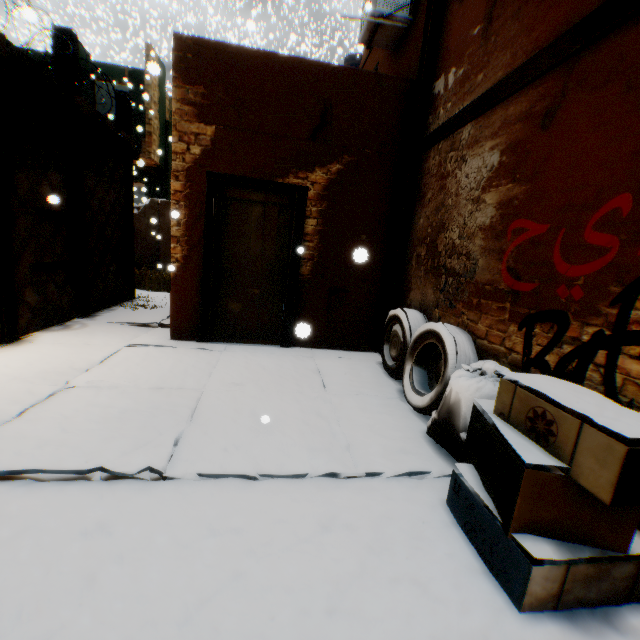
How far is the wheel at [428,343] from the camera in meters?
3.0 m

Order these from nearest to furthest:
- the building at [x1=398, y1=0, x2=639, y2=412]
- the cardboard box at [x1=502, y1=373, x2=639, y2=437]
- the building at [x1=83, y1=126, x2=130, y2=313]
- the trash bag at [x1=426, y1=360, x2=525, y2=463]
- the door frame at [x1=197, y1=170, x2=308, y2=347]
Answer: the cardboard box at [x1=502, y1=373, x2=639, y2=437]
the building at [x1=398, y1=0, x2=639, y2=412]
the trash bag at [x1=426, y1=360, x2=525, y2=463]
the door frame at [x1=197, y1=170, x2=308, y2=347]
the building at [x1=83, y1=126, x2=130, y2=313]

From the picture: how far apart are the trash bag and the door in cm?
55

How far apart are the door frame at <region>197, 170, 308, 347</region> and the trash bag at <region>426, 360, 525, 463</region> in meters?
1.3 m

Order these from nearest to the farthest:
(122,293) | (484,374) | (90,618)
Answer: (90,618) < (484,374) < (122,293)

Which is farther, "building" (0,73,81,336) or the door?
the door

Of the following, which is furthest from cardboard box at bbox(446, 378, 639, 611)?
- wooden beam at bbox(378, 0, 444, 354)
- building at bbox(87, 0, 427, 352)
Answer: wooden beam at bbox(378, 0, 444, 354)

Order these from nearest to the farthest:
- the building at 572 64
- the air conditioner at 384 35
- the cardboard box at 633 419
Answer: the cardboard box at 633 419 → the building at 572 64 → the air conditioner at 384 35
